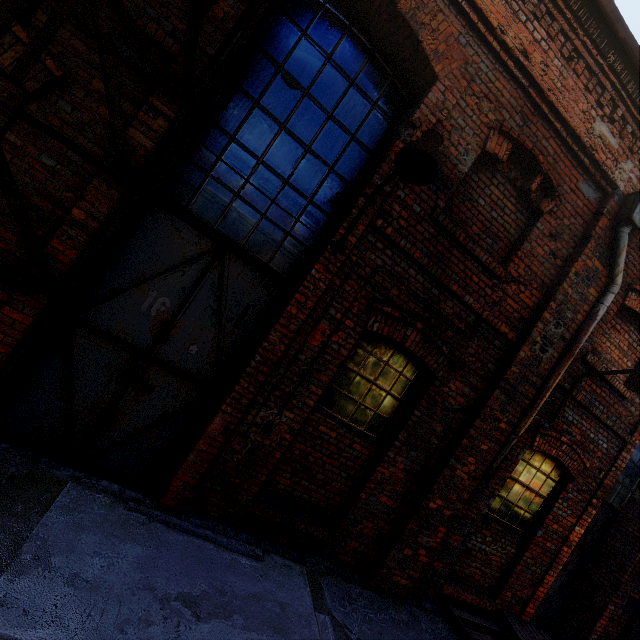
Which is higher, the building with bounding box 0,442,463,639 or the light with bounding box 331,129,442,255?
the light with bounding box 331,129,442,255

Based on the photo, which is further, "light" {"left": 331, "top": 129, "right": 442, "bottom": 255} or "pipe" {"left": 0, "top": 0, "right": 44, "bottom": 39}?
"light" {"left": 331, "top": 129, "right": 442, "bottom": 255}

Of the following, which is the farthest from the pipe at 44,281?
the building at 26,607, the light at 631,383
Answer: the light at 631,383

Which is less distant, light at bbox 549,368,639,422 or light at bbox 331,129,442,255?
light at bbox 331,129,442,255

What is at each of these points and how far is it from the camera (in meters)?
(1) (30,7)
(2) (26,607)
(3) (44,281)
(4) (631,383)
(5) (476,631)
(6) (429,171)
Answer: (1) pipe, 2.58
(2) building, 2.07
(3) pipe, 2.74
(4) light, 4.33
(5) pallet, 4.83
(6) light, 2.98

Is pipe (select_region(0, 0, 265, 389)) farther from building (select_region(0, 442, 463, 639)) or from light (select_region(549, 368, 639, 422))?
light (select_region(549, 368, 639, 422))

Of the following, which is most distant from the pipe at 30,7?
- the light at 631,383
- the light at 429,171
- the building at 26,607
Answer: the light at 631,383

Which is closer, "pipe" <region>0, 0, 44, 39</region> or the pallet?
"pipe" <region>0, 0, 44, 39</region>
